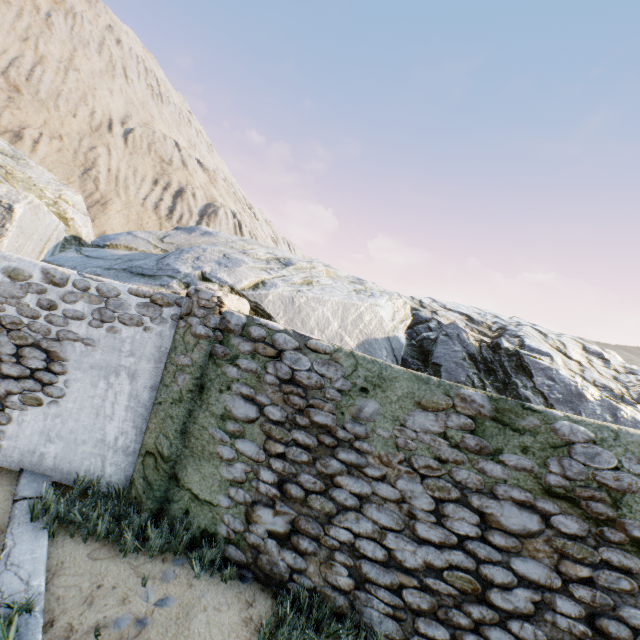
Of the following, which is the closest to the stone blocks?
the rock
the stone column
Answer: the rock

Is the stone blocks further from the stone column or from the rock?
the stone column

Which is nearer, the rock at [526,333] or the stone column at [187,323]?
the stone column at [187,323]

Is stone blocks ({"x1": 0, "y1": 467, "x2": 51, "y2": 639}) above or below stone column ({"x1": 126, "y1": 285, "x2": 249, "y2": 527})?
below

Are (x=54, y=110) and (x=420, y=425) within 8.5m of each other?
no

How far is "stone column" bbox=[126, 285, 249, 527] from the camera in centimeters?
425cm

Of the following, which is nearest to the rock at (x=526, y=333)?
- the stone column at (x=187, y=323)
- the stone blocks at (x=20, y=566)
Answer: the stone blocks at (x=20, y=566)
